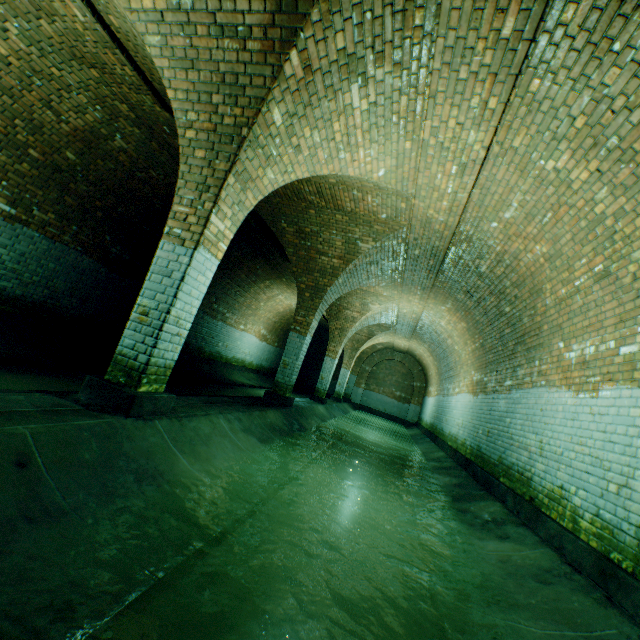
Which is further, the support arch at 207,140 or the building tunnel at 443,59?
the support arch at 207,140

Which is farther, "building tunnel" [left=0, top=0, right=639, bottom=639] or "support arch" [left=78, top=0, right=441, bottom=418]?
"support arch" [left=78, top=0, right=441, bottom=418]

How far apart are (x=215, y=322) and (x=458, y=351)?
9.36m
